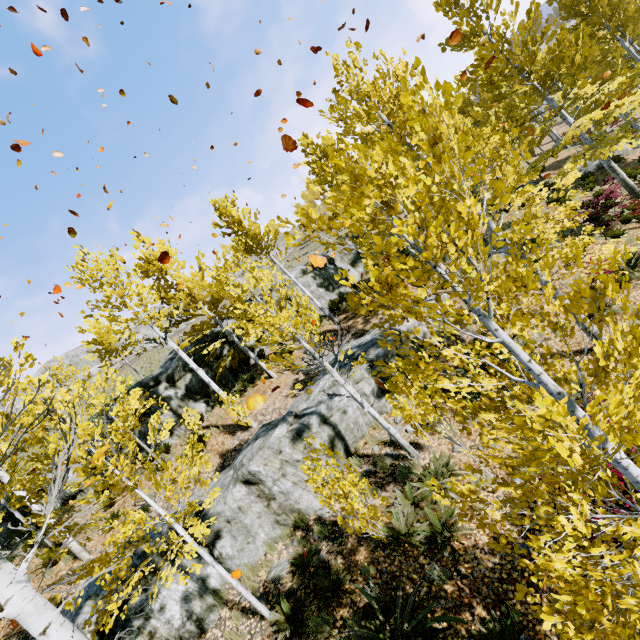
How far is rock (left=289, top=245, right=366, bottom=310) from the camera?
19.06m

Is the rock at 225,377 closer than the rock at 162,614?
No

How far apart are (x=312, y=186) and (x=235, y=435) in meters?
12.0 m

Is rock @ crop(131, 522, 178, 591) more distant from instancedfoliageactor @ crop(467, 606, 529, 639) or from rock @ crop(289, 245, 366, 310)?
rock @ crop(289, 245, 366, 310)

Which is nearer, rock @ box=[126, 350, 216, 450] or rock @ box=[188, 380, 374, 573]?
rock @ box=[188, 380, 374, 573]

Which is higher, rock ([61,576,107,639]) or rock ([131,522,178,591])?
rock ([61,576,107,639])

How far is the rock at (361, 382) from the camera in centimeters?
1000cm

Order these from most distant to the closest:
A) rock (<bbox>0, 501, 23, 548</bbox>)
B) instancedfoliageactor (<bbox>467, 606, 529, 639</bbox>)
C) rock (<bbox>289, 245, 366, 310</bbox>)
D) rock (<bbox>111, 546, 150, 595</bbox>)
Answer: rock (<bbox>289, 245, 366, 310</bbox>) → rock (<bbox>0, 501, 23, 548</bbox>) → rock (<bbox>111, 546, 150, 595</bbox>) → instancedfoliageactor (<bbox>467, 606, 529, 639</bbox>)
